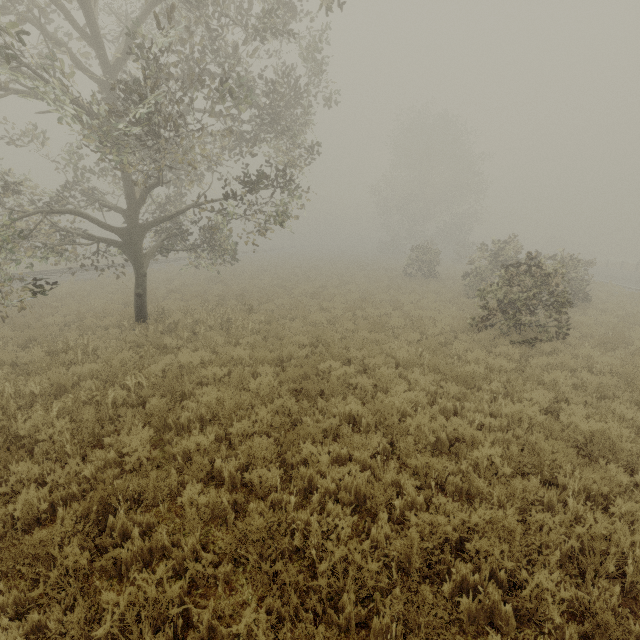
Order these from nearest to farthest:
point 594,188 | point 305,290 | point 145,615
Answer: point 145,615
point 305,290
point 594,188

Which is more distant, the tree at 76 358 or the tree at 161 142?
the tree at 76 358

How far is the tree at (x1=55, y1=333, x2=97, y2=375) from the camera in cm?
789

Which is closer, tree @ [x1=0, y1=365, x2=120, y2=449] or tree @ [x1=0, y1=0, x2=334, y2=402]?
tree @ [x1=0, y1=365, x2=120, y2=449]

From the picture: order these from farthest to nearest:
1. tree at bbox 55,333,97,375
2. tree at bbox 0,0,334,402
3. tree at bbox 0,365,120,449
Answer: tree at bbox 55,333,97,375, tree at bbox 0,0,334,402, tree at bbox 0,365,120,449
